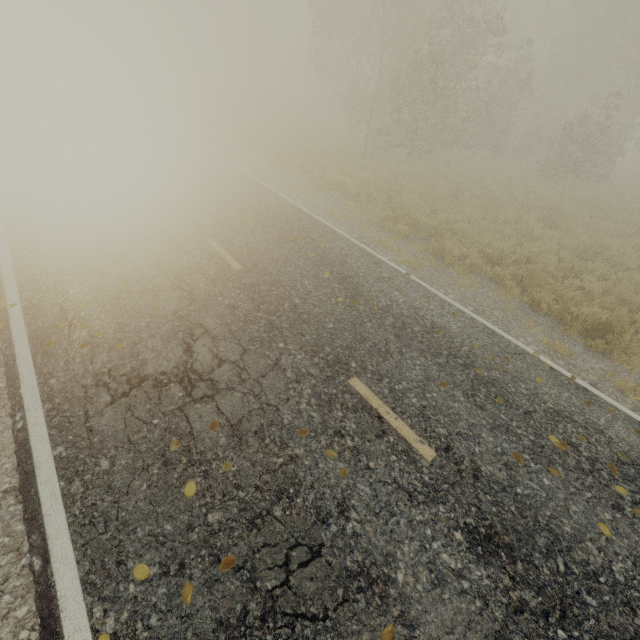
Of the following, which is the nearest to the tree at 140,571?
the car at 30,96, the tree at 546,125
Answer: the tree at 546,125

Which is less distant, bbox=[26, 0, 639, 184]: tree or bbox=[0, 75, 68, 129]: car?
bbox=[0, 75, 68, 129]: car

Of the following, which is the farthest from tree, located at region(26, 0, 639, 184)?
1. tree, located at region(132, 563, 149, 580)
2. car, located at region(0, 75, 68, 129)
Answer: car, located at region(0, 75, 68, 129)

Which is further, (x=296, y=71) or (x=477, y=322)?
(x=296, y=71)

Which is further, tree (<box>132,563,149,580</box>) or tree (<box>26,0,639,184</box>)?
tree (<box>26,0,639,184</box>)

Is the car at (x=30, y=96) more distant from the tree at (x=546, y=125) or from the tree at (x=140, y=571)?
the tree at (x=546, y=125)

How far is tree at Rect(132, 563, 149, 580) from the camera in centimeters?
283cm
